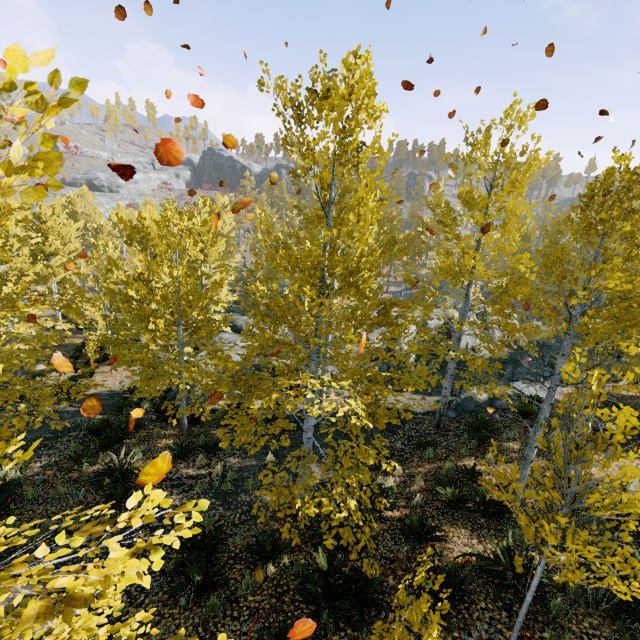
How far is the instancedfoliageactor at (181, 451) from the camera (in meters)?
5.26

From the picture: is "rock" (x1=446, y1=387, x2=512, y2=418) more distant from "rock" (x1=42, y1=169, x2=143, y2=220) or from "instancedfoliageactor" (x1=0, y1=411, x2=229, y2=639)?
"rock" (x1=42, y1=169, x2=143, y2=220)

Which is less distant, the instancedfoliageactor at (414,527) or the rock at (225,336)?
the instancedfoliageactor at (414,527)

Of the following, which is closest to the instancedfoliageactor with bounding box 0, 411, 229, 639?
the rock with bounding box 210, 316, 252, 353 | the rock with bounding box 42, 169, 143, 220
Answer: Answer: the rock with bounding box 210, 316, 252, 353

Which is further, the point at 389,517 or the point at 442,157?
the point at 442,157
